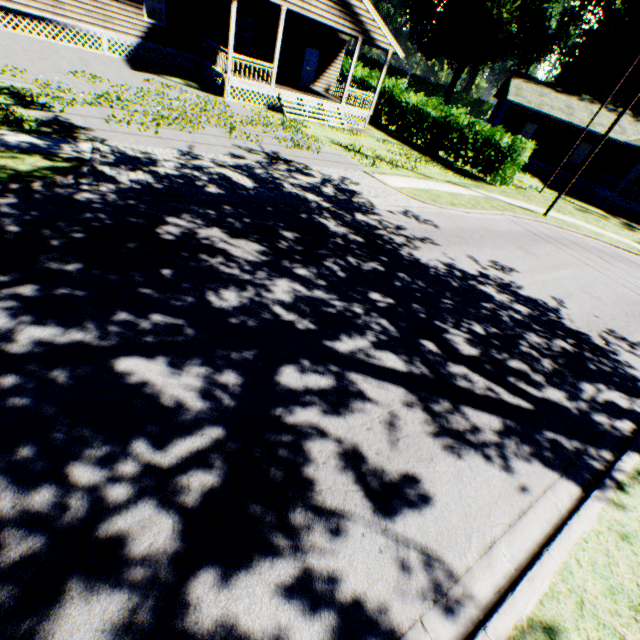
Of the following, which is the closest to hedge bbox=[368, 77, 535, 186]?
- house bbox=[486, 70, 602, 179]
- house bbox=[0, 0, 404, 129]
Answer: house bbox=[0, 0, 404, 129]

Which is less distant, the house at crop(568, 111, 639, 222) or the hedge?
the hedge

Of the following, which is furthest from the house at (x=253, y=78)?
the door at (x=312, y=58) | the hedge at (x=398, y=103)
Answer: Result: the hedge at (x=398, y=103)

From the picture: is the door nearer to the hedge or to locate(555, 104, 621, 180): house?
the hedge

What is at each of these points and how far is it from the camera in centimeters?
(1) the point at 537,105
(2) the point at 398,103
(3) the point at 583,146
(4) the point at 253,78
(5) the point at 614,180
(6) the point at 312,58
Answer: (1) house, 2759cm
(2) hedge, 2442cm
(3) house, 3406cm
(4) house, 1947cm
(5) house, 2908cm
(6) door, 2262cm

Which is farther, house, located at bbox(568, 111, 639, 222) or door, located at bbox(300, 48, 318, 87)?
house, located at bbox(568, 111, 639, 222)

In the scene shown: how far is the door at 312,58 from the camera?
22.4m
